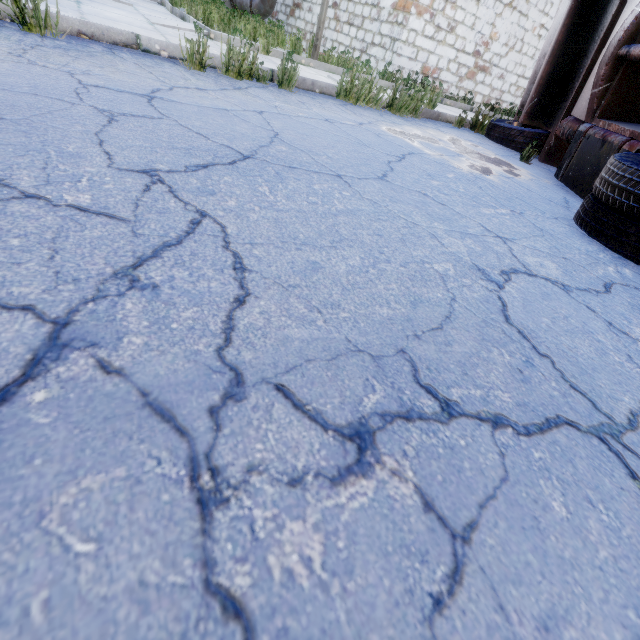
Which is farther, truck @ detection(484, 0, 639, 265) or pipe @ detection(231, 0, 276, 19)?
pipe @ detection(231, 0, 276, 19)

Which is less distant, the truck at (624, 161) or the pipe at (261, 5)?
the truck at (624, 161)

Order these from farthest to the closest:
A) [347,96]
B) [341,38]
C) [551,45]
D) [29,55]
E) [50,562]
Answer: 1. [341,38]
2. [551,45]
3. [347,96]
4. [29,55]
5. [50,562]
